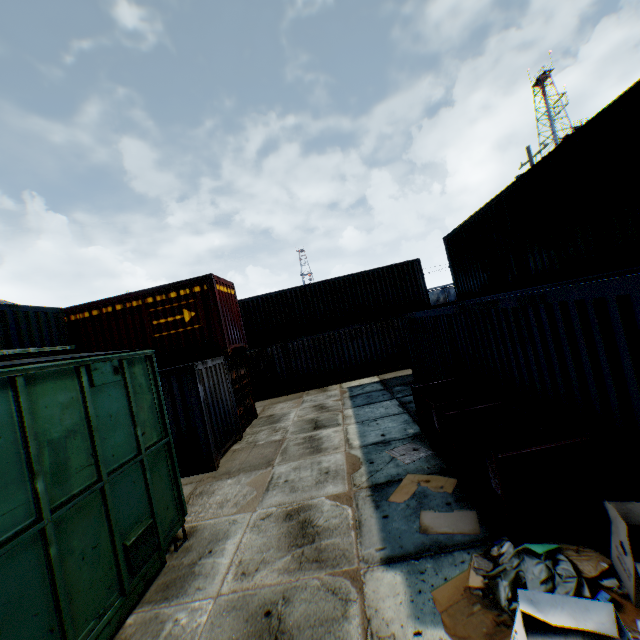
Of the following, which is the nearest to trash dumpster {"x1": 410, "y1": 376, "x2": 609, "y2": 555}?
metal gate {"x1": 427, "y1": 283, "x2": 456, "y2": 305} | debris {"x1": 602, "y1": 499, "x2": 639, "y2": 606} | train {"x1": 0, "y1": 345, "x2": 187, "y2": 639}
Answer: debris {"x1": 602, "y1": 499, "x2": 639, "y2": 606}

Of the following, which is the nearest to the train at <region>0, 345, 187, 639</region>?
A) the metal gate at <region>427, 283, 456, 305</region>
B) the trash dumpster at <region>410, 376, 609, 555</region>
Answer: the trash dumpster at <region>410, 376, 609, 555</region>

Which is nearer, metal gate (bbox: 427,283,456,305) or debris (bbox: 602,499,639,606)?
debris (bbox: 602,499,639,606)

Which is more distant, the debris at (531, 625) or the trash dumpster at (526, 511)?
the trash dumpster at (526, 511)

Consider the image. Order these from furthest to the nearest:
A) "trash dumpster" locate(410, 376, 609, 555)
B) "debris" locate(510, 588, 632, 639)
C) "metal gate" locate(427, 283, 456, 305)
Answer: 1. "metal gate" locate(427, 283, 456, 305)
2. "trash dumpster" locate(410, 376, 609, 555)
3. "debris" locate(510, 588, 632, 639)

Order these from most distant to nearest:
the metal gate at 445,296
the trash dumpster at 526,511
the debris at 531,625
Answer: the metal gate at 445,296, the trash dumpster at 526,511, the debris at 531,625

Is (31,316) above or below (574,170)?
above

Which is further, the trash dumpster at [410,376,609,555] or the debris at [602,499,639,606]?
the trash dumpster at [410,376,609,555]
